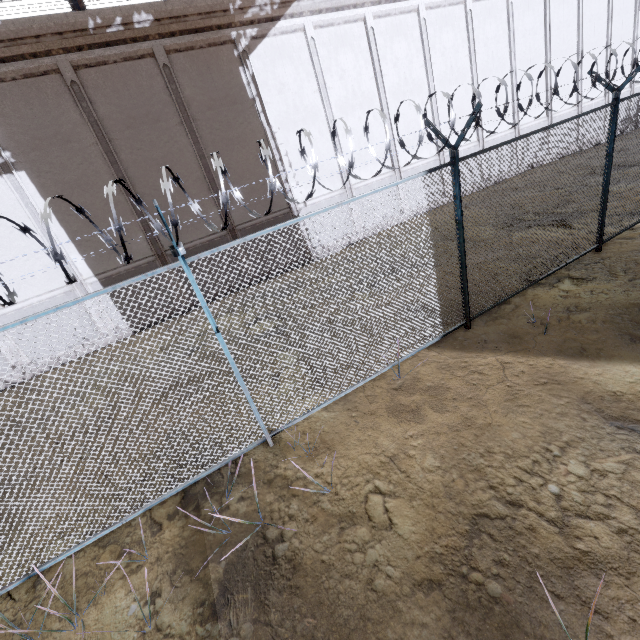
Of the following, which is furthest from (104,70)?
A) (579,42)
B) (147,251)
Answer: (579,42)
